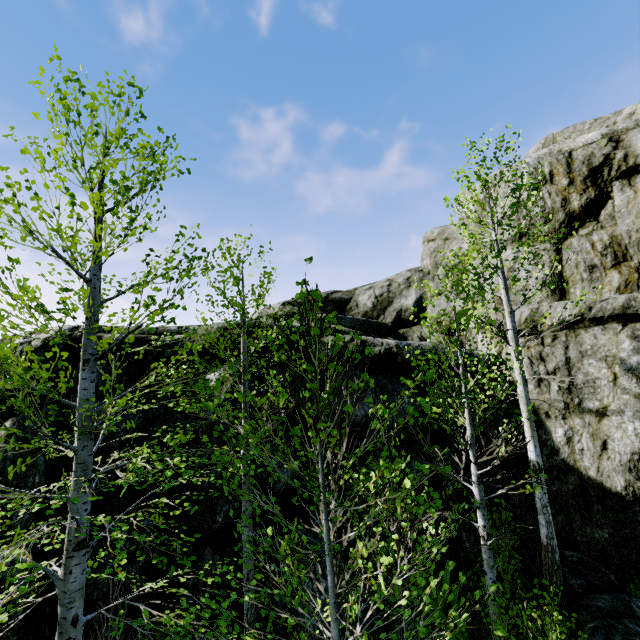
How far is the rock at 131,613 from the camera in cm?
602

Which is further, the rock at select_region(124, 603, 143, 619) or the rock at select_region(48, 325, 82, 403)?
the rock at select_region(48, 325, 82, 403)

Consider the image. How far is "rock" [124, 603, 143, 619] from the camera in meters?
6.0 m

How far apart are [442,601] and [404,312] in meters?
10.5 m

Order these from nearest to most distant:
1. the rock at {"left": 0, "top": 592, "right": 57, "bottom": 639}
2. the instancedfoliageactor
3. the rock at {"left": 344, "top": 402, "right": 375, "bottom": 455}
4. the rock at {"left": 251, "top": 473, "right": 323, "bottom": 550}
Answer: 1. the instancedfoliageactor
2. the rock at {"left": 0, "top": 592, "right": 57, "bottom": 639}
3. the rock at {"left": 251, "top": 473, "right": 323, "bottom": 550}
4. the rock at {"left": 344, "top": 402, "right": 375, "bottom": 455}

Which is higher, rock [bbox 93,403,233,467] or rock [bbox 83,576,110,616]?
rock [bbox 93,403,233,467]
